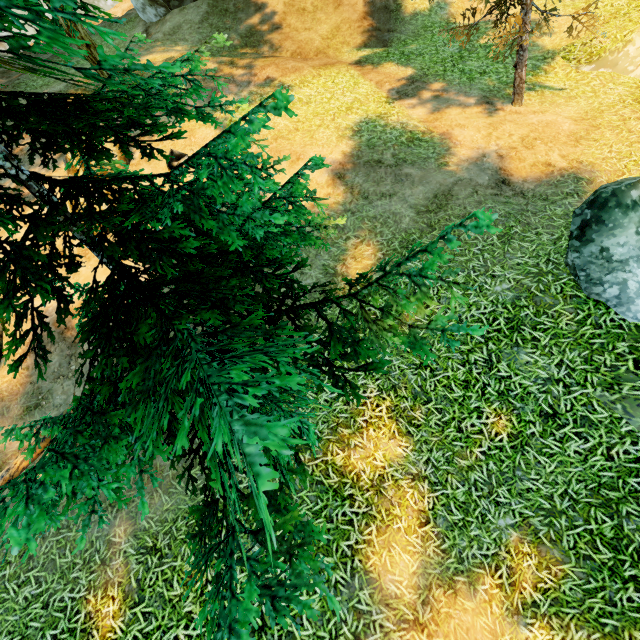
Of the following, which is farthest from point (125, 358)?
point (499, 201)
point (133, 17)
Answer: point (133, 17)

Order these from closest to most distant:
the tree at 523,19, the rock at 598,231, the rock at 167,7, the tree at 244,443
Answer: the tree at 244,443
the rock at 598,231
the tree at 523,19
the rock at 167,7

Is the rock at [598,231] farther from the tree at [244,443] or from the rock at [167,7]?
the rock at [167,7]

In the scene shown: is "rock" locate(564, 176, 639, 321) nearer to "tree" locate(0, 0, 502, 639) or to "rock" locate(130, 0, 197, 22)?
"tree" locate(0, 0, 502, 639)

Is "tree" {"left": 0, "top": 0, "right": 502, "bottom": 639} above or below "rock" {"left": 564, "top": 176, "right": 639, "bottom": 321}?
above

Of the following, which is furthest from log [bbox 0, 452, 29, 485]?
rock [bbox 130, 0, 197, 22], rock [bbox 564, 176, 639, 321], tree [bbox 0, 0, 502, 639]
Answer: rock [bbox 130, 0, 197, 22]

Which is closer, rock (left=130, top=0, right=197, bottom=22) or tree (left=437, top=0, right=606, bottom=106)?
tree (left=437, top=0, right=606, bottom=106)
